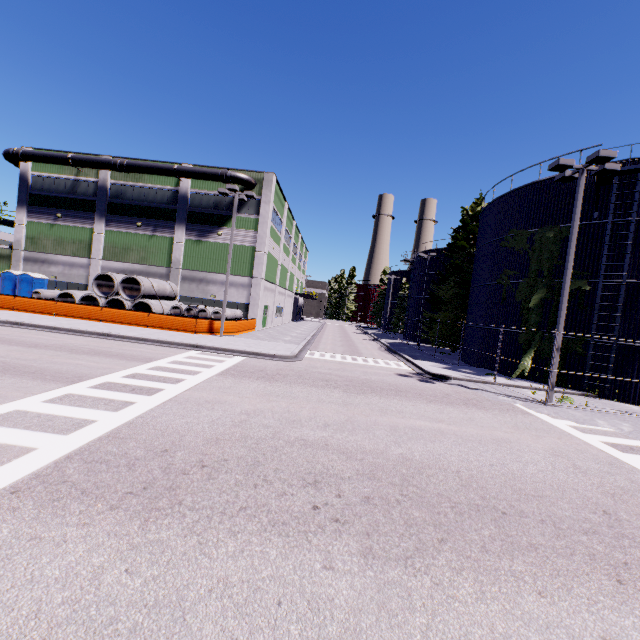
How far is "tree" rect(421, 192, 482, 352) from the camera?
31.4 meters

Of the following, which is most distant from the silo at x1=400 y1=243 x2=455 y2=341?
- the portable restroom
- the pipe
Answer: the portable restroom

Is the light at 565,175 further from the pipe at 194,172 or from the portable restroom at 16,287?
the portable restroom at 16,287

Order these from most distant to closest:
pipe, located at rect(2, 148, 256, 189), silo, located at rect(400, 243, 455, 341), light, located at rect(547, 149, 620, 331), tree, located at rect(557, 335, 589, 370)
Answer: silo, located at rect(400, 243, 455, 341) → pipe, located at rect(2, 148, 256, 189) → tree, located at rect(557, 335, 589, 370) → light, located at rect(547, 149, 620, 331)

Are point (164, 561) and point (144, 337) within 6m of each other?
no

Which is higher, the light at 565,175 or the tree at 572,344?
the light at 565,175
